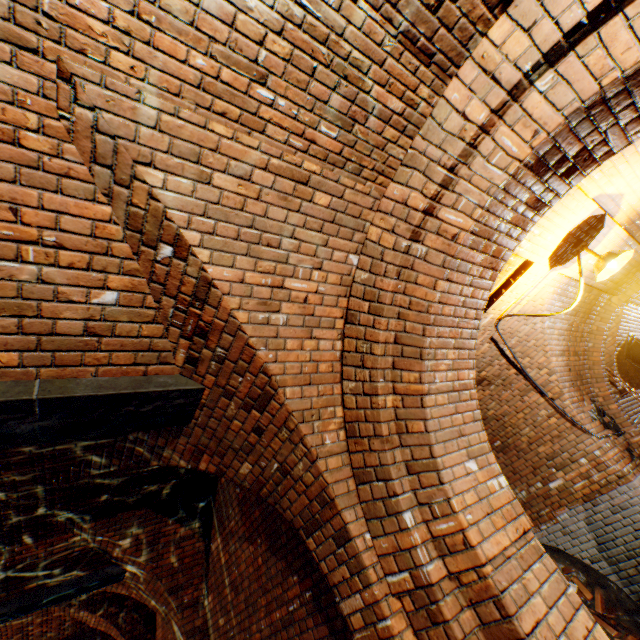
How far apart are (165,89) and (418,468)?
2.69m

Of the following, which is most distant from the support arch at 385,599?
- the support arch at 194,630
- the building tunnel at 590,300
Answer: the support arch at 194,630

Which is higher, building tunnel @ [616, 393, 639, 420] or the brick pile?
building tunnel @ [616, 393, 639, 420]

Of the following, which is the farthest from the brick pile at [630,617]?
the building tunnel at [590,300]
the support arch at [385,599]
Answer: the support arch at [385,599]

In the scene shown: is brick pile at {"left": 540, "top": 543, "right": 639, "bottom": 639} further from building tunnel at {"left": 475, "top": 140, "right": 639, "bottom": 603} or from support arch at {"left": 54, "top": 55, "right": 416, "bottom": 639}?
support arch at {"left": 54, "top": 55, "right": 416, "bottom": 639}

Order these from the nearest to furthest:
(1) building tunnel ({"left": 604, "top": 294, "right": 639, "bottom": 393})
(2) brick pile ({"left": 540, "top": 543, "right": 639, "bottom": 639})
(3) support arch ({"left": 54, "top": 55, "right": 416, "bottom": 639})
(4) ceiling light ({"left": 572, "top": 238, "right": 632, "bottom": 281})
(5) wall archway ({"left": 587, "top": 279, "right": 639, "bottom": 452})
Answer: (3) support arch ({"left": 54, "top": 55, "right": 416, "bottom": 639}) < (4) ceiling light ({"left": 572, "top": 238, "right": 632, "bottom": 281}) < (2) brick pile ({"left": 540, "top": 543, "right": 639, "bottom": 639}) < (5) wall archway ({"left": 587, "top": 279, "right": 639, "bottom": 452}) < (1) building tunnel ({"left": 604, "top": 294, "right": 639, "bottom": 393})

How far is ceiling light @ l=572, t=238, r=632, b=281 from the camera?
3.60m

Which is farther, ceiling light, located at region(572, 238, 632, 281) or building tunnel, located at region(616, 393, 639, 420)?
building tunnel, located at region(616, 393, 639, 420)
